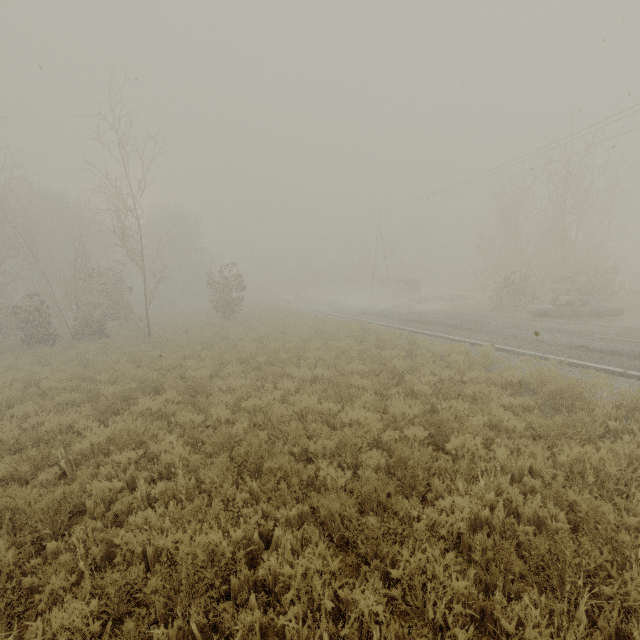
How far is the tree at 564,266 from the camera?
21.3 meters

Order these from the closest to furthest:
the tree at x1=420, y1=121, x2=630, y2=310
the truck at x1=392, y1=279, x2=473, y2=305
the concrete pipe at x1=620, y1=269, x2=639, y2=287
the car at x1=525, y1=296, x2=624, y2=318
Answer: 1. the car at x1=525, y1=296, x2=624, y2=318
2. the tree at x1=420, y1=121, x2=630, y2=310
3. the truck at x1=392, y1=279, x2=473, y2=305
4. the concrete pipe at x1=620, y1=269, x2=639, y2=287

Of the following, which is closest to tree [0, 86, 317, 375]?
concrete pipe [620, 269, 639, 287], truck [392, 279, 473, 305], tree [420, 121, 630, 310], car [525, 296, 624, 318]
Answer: car [525, 296, 624, 318]

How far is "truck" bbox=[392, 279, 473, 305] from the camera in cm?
2924

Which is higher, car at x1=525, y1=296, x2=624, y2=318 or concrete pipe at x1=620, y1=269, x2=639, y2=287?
concrete pipe at x1=620, y1=269, x2=639, y2=287

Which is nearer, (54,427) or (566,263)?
(54,427)

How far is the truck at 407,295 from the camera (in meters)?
29.24

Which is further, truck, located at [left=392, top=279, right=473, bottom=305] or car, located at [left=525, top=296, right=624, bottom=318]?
truck, located at [left=392, top=279, right=473, bottom=305]
